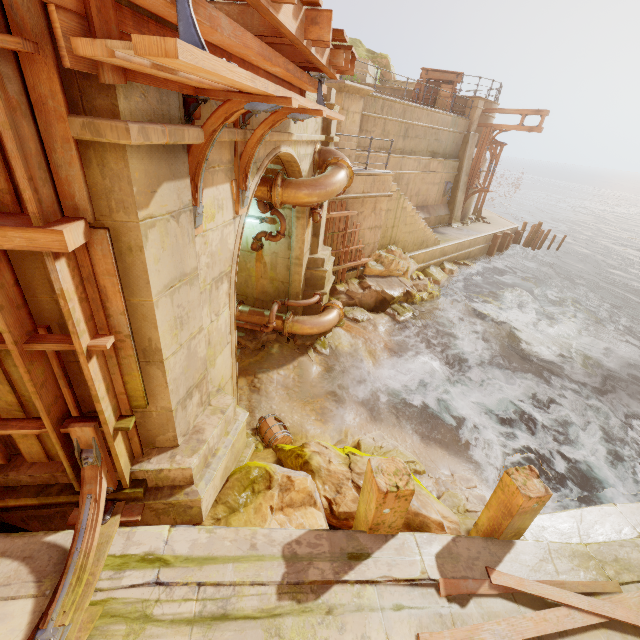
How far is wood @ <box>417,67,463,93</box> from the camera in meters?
17.5 m

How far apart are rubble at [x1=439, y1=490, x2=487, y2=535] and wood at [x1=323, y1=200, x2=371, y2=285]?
7.04m

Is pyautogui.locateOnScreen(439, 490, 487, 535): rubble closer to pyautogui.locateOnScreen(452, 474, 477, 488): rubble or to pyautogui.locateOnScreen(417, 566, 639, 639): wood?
pyautogui.locateOnScreen(452, 474, 477, 488): rubble

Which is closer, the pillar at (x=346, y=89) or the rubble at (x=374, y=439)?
the rubble at (x=374, y=439)

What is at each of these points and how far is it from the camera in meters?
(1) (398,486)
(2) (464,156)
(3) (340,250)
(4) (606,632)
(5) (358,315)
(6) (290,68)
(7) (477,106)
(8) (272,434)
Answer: (1) beam, 3.3
(2) pillar, 19.1
(3) wood, 11.1
(4) walkway, 3.6
(5) rubble, 11.4
(6) trim, 3.6
(7) column, 18.0
(8) barrel, 6.2

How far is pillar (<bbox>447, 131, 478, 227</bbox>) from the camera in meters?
18.9 m

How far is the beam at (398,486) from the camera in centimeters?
331cm

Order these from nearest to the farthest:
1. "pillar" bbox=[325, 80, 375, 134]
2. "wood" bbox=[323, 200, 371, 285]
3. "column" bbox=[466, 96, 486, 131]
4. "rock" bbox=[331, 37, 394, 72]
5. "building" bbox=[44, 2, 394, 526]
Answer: "building" bbox=[44, 2, 394, 526], "wood" bbox=[323, 200, 371, 285], "pillar" bbox=[325, 80, 375, 134], "column" bbox=[466, 96, 486, 131], "rock" bbox=[331, 37, 394, 72]
